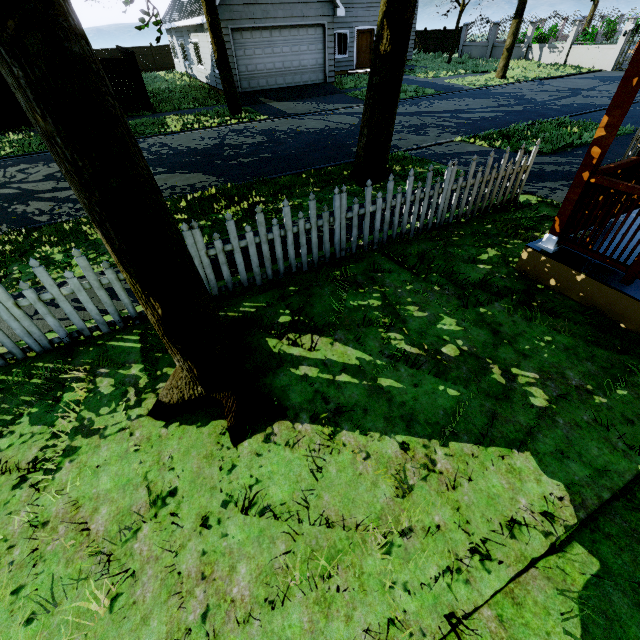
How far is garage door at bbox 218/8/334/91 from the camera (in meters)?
15.15

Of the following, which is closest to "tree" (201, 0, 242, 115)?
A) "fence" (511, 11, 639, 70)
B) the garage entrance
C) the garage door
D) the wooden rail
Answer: "fence" (511, 11, 639, 70)

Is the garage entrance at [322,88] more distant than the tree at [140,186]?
Yes

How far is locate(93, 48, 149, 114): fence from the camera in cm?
1396

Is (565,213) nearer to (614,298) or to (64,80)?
(614,298)

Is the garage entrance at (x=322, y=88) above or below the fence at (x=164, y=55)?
A: below

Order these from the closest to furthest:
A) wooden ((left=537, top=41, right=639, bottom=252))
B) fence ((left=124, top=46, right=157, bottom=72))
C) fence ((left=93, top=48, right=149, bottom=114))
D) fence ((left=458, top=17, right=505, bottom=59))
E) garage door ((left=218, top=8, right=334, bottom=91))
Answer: wooden ((left=537, top=41, right=639, bottom=252)), fence ((left=93, top=48, right=149, bottom=114)), garage door ((left=218, top=8, right=334, bottom=91)), fence ((left=458, top=17, right=505, bottom=59)), fence ((left=124, top=46, right=157, bottom=72))

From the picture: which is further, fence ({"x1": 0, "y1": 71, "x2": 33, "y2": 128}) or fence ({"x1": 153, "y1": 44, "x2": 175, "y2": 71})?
fence ({"x1": 153, "y1": 44, "x2": 175, "y2": 71})
